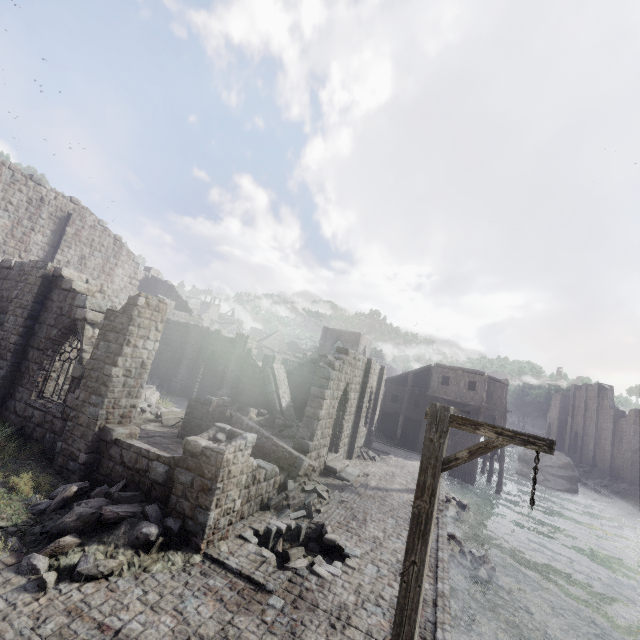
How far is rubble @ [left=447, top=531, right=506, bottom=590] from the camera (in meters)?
13.09

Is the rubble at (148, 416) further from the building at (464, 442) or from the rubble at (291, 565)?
the rubble at (291, 565)

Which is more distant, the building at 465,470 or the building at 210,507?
the building at 465,470

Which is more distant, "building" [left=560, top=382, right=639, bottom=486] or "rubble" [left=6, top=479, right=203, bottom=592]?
"building" [left=560, top=382, right=639, bottom=486]

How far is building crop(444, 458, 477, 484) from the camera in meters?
30.0 m

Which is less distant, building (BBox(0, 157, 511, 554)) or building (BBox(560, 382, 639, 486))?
building (BBox(0, 157, 511, 554))

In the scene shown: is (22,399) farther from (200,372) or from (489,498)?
(489,498)

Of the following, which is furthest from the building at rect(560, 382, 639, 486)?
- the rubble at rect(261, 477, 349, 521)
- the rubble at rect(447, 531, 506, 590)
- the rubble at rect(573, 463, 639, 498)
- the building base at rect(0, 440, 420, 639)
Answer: the rubble at rect(447, 531, 506, 590)
